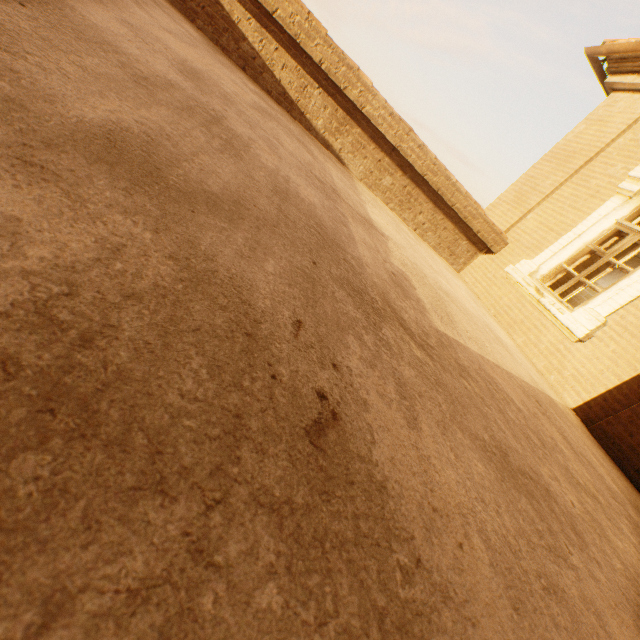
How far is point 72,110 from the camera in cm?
88
